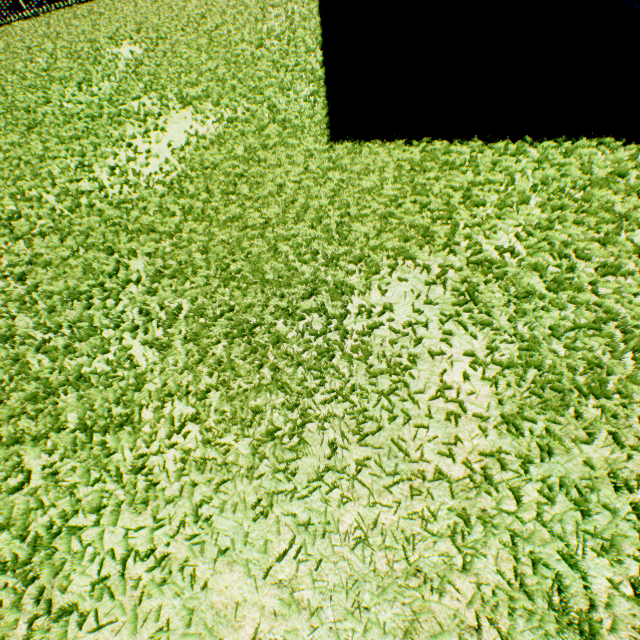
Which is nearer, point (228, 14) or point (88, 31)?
point (228, 14)
